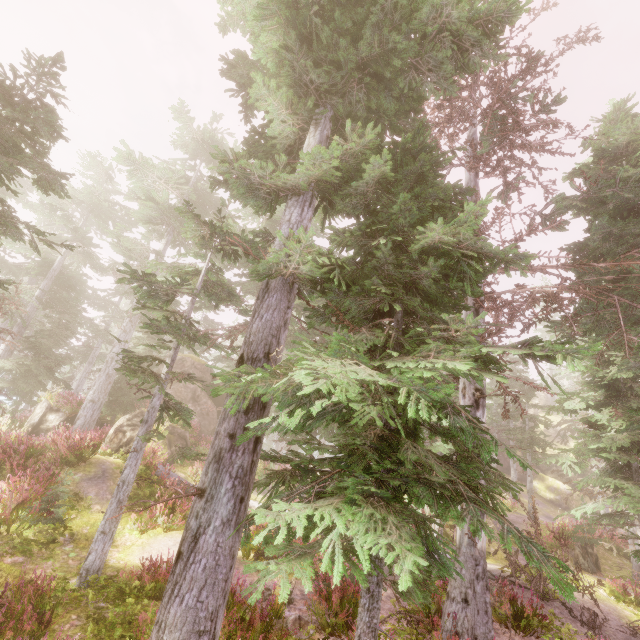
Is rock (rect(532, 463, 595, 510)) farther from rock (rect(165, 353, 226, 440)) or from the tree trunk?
the tree trunk

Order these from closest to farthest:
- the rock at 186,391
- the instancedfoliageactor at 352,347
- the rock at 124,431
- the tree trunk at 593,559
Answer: the instancedfoliageactor at 352,347, the rock at 124,431, the tree trunk at 593,559, the rock at 186,391

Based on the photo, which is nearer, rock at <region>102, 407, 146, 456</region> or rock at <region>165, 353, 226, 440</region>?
rock at <region>102, 407, 146, 456</region>

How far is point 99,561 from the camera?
6.95m

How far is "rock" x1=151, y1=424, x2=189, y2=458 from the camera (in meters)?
14.68

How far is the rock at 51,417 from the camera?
17.7 meters
